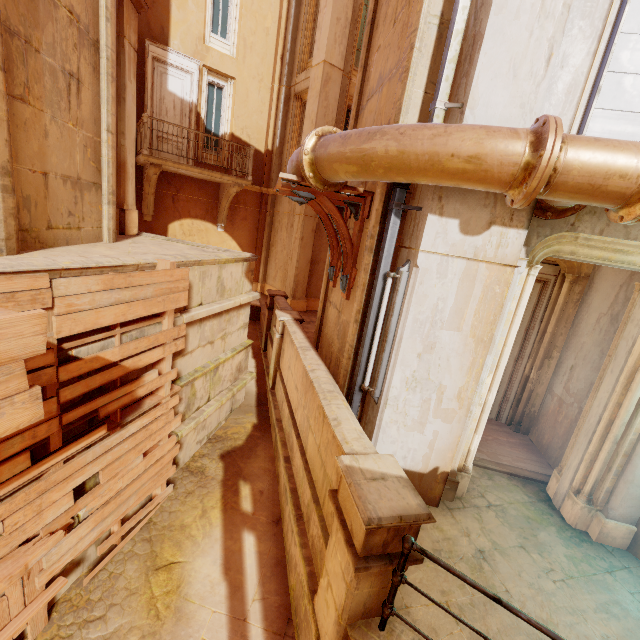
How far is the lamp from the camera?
3.7m

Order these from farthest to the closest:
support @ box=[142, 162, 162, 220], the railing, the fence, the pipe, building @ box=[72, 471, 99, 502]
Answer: support @ box=[142, 162, 162, 220] → the railing → building @ box=[72, 471, 99, 502] → the pipe → the fence

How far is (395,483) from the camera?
2.8m

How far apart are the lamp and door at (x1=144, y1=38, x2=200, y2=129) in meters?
11.4

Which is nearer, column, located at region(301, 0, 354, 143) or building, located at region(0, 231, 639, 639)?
building, located at region(0, 231, 639, 639)

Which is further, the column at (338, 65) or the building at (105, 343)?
the column at (338, 65)

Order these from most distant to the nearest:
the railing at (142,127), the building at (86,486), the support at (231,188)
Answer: the support at (231,188)
the railing at (142,127)
the building at (86,486)

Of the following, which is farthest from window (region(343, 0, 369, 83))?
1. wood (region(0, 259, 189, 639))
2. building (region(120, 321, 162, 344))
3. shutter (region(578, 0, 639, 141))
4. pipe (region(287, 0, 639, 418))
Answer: building (region(120, 321, 162, 344))
